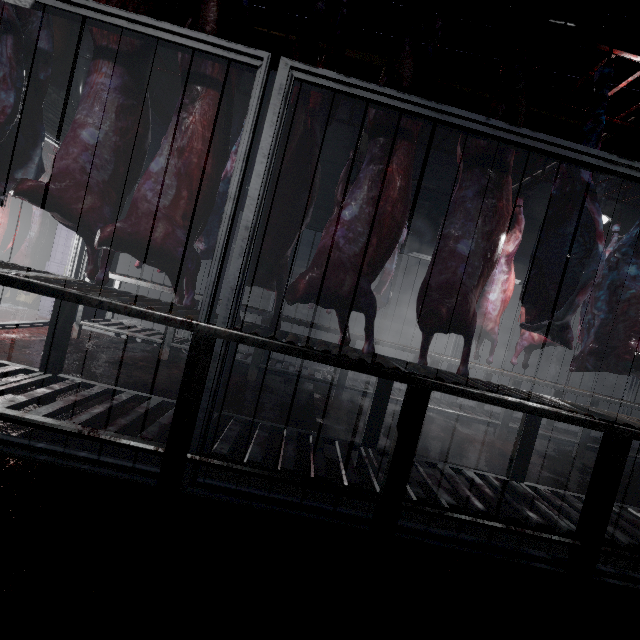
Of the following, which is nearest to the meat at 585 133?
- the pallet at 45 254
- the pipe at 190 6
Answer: the pipe at 190 6

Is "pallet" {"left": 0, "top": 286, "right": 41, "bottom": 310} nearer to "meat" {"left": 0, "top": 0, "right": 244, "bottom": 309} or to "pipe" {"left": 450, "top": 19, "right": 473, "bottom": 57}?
"pipe" {"left": 450, "top": 19, "right": 473, "bottom": 57}

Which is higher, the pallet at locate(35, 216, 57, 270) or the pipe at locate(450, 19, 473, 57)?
the pipe at locate(450, 19, 473, 57)

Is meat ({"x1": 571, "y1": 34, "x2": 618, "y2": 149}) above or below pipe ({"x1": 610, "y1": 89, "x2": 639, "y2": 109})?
below

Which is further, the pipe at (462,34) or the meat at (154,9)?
the pipe at (462,34)

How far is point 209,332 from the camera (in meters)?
1.40

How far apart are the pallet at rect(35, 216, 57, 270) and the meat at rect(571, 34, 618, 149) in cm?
542

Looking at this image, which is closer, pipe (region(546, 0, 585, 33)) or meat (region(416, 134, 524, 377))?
meat (region(416, 134, 524, 377))
